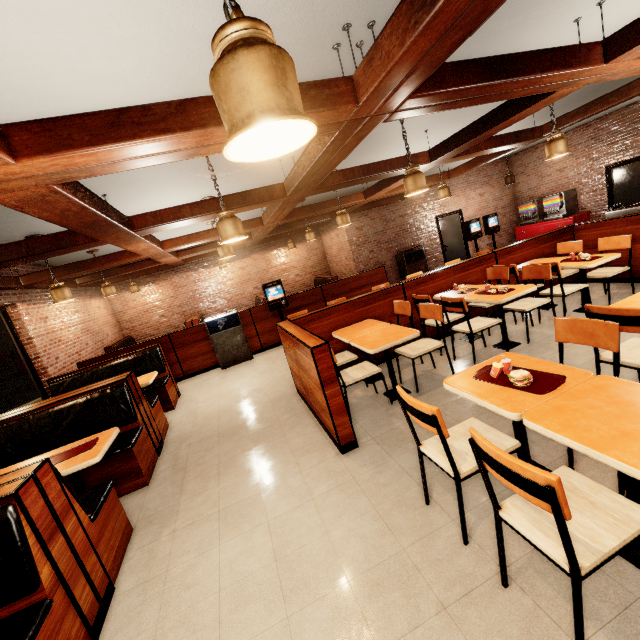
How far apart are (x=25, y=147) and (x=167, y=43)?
1.03m
